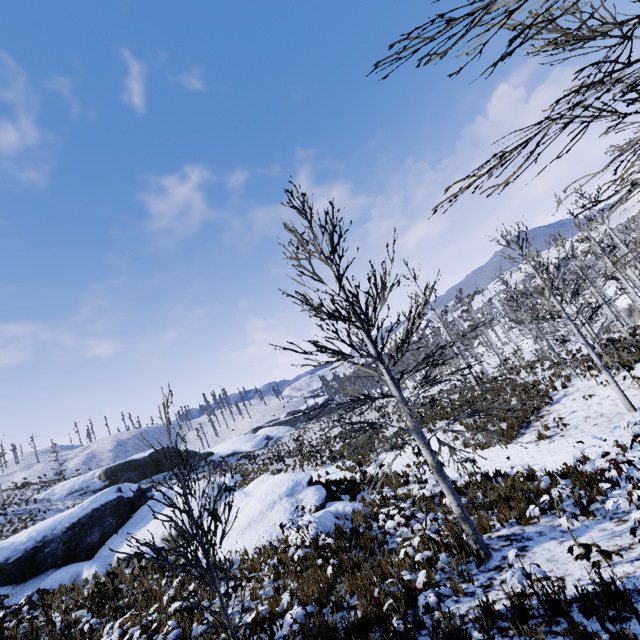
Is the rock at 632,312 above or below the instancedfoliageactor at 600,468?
below

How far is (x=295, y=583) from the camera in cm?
689

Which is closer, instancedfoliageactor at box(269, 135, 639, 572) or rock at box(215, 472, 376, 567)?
instancedfoliageactor at box(269, 135, 639, 572)

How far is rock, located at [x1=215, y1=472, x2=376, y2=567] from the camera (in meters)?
10.83

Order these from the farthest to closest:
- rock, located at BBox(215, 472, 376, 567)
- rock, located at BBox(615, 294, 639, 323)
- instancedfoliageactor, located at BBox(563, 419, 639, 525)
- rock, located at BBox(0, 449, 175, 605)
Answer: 1. rock, located at BBox(615, 294, 639, 323)
2. rock, located at BBox(0, 449, 175, 605)
3. rock, located at BBox(215, 472, 376, 567)
4. instancedfoliageactor, located at BBox(563, 419, 639, 525)

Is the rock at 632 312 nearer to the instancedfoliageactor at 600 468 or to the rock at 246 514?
the instancedfoliageactor at 600 468

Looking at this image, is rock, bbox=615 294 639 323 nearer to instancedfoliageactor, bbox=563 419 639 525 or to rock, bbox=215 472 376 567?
instancedfoliageactor, bbox=563 419 639 525
